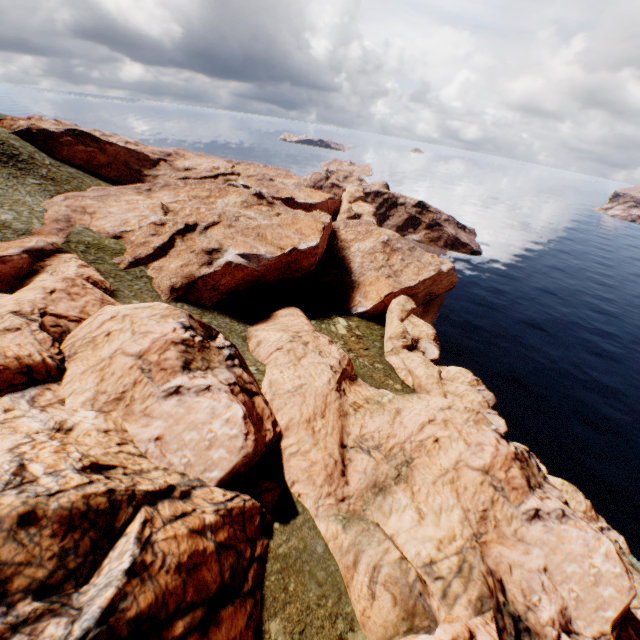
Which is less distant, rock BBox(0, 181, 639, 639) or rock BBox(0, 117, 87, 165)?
rock BBox(0, 181, 639, 639)

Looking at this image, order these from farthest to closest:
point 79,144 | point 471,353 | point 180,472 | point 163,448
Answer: point 79,144
point 471,353
point 163,448
point 180,472

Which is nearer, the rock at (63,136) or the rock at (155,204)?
the rock at (155,204)
